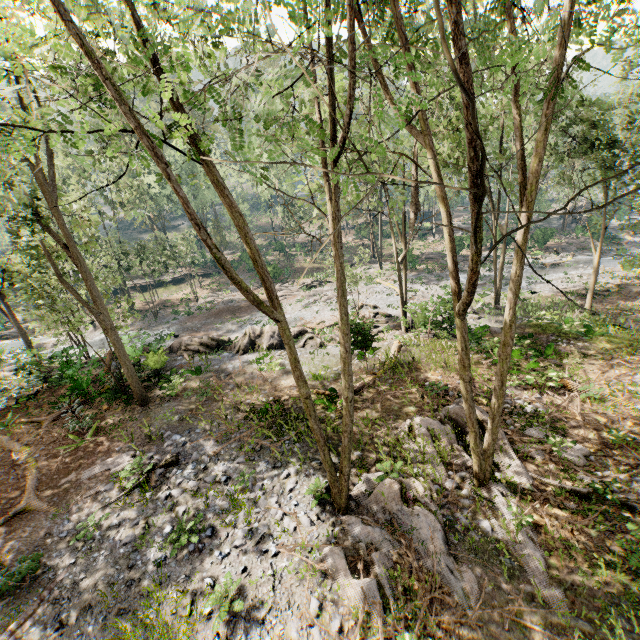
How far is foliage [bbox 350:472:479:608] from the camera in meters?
7.8

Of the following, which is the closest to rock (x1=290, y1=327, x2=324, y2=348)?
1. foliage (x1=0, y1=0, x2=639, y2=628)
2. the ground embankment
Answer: foliage (x1=0, y1=0, x2=639, y2=628)

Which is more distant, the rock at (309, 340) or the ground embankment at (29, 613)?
the rock at (309, 340)

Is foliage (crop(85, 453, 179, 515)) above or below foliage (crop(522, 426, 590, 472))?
above

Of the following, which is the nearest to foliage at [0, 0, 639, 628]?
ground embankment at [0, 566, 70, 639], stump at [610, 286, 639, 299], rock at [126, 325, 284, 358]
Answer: rock at [126, 325, 284, 358]

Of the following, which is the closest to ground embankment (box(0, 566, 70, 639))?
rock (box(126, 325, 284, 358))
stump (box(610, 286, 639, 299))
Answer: rock (box(126, 325, 284, 358))

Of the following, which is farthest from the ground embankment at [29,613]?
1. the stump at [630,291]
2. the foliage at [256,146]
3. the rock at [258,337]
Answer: the stump at [630,291]

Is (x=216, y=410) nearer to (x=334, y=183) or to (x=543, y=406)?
(x=334, y=183)
